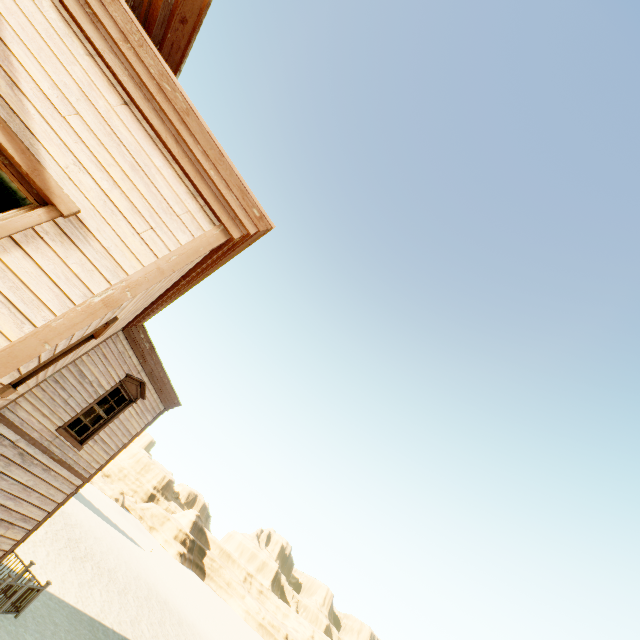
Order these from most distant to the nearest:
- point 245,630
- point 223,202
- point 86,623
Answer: point 245,630, point 86,623, point 223,202

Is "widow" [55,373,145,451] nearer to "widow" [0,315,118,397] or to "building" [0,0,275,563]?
"building" [0,0,275,563]

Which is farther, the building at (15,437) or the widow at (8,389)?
the widow at (8,389)

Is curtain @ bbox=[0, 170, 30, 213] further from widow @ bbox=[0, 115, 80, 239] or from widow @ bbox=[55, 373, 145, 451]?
widow @ bbox=[55, 373, 145, 451]

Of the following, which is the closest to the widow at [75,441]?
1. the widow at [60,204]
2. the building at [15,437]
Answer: the building at [15,437]

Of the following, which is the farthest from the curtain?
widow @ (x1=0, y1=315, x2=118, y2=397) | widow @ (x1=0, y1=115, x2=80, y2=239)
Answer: widow @ (x1=0, y1=315, x2=118, y2=397)

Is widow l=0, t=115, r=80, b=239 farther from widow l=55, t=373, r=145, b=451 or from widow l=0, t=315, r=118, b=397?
widow l=55, t=373, r=145, b=451

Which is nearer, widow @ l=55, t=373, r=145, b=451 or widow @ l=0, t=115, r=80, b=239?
widow @ l=0, t=115, r=80, b=239
